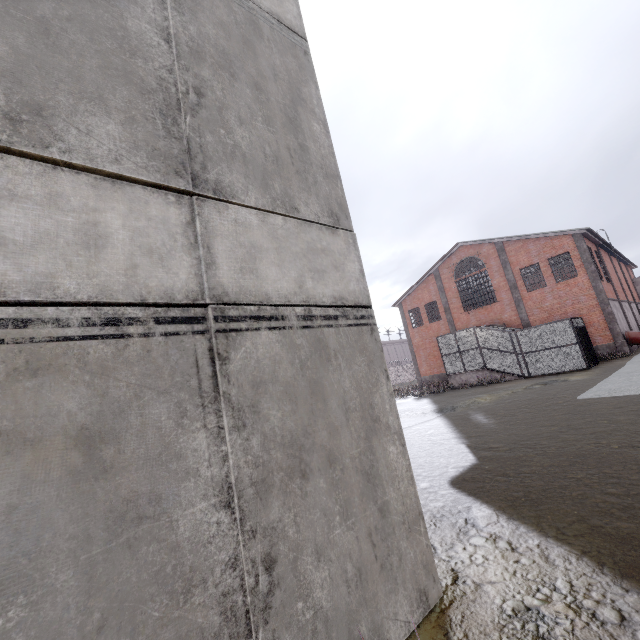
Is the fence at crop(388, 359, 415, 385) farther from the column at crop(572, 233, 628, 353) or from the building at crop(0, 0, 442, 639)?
the column at crop(572, 233, 628, 353)

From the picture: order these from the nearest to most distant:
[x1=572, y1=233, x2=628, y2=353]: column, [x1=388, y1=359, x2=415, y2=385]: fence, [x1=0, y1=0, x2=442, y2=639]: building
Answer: [x1=0, y1=0, x2=442, y2=639]: building < [x1=572, y1=233, x2=628, y2=353]: column < [x1=388, y1=359, x2=415, y2=385]: fence

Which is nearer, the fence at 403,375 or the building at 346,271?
the building at 346,271

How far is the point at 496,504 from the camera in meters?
4.9

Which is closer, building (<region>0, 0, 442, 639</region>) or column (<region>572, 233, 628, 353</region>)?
building (<region>0, 0, 442, 639</region>)

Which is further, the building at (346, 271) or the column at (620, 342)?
the column at (620, 342)

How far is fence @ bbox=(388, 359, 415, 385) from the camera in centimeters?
4781cm

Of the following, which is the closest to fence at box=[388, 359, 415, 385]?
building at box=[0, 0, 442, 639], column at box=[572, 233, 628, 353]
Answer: building at box=[0, 0, 442, 639]
